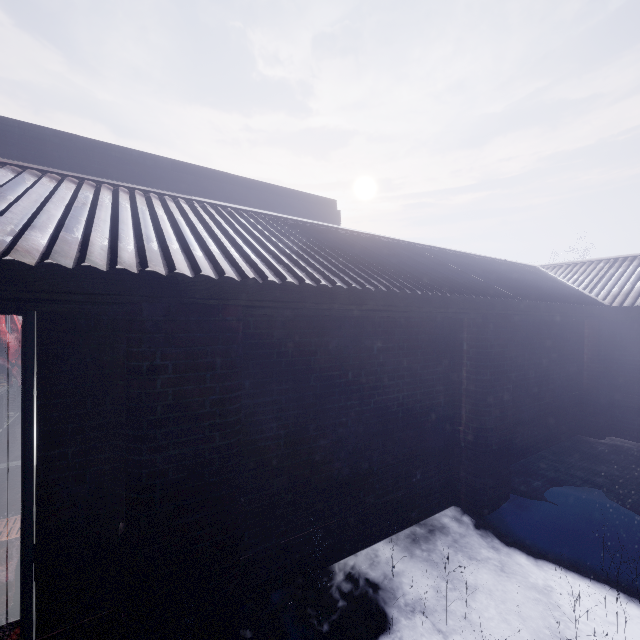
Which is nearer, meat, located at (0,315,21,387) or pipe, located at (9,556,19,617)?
pipe, located at (9,556,19,617)

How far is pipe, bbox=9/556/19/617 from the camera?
2.04m

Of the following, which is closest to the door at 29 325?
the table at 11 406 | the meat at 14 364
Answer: the table at 11 406

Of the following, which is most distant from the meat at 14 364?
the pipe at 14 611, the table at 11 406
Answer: the pipe at 14 611

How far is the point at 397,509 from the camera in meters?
3.1 m

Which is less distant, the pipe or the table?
the pipe

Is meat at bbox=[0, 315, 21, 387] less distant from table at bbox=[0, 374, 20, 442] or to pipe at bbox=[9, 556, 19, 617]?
table at bbox=[0, 374, 20, 442]
